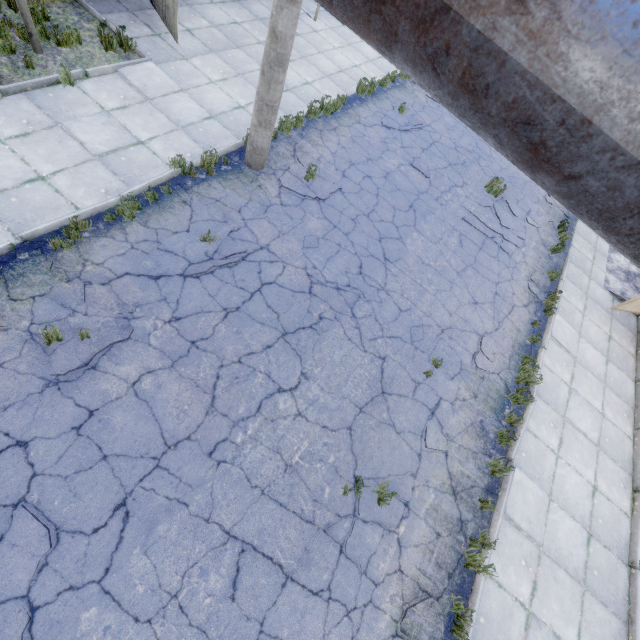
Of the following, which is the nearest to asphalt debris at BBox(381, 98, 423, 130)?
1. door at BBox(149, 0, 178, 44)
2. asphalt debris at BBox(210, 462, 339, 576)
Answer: door at BBox(149, 0, 178, 44)

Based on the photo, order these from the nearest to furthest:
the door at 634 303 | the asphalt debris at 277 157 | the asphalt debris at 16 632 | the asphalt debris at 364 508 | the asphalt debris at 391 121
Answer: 1. the asphalt debris at 16 632
2. the asphalt debris at 364 508
3. the asphalt debris at 277 157
4. the door at 634 303
5. the asphalt debris at 391 121

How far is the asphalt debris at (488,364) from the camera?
7.2 meters

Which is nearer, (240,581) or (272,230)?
(240,581)

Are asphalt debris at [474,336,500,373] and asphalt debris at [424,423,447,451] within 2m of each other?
yes

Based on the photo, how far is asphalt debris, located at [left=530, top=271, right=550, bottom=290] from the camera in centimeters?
945cm

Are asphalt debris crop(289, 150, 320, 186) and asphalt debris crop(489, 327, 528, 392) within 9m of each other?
yes

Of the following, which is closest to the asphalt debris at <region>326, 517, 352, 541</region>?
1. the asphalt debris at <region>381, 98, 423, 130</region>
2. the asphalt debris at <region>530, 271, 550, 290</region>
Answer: the asphalt debris at <region>530, 271, 550, 290</region>
